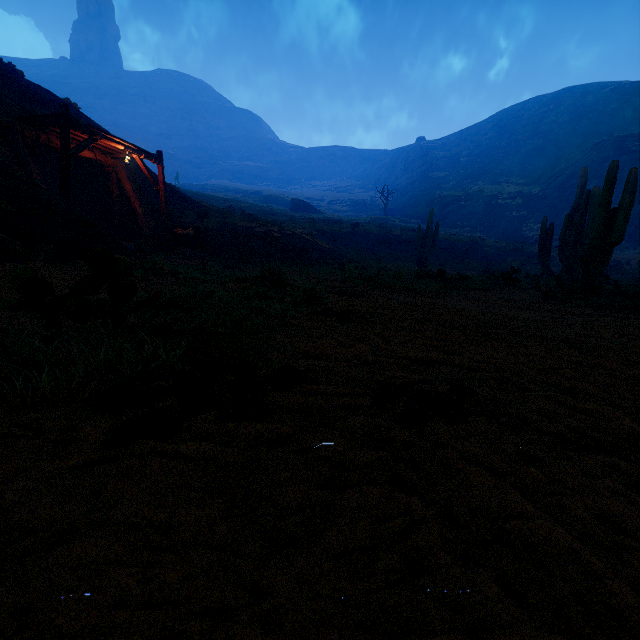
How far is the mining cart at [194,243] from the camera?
15.74m

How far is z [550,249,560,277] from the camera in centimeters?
2519cm

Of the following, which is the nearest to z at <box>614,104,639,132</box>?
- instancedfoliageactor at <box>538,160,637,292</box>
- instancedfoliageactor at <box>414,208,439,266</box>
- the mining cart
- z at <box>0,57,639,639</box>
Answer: instancedfoliageactor at <box>414,208,439,266</box>

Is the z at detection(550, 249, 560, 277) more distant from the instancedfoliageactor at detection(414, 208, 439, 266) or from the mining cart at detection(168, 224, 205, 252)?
the mining cart at detection(168, 224, 205, 252)

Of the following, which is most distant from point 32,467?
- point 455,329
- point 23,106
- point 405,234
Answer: point 405,234

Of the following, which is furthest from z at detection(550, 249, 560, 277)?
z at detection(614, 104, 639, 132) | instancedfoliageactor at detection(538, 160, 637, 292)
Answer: instancedfoliageactor at detection(538, 160, 637, 292)

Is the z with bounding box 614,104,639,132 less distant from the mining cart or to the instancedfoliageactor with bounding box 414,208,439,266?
the instancedfoliageactor with bounding box 414,208,439,266

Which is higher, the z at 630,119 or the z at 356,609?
the z at 630,119
